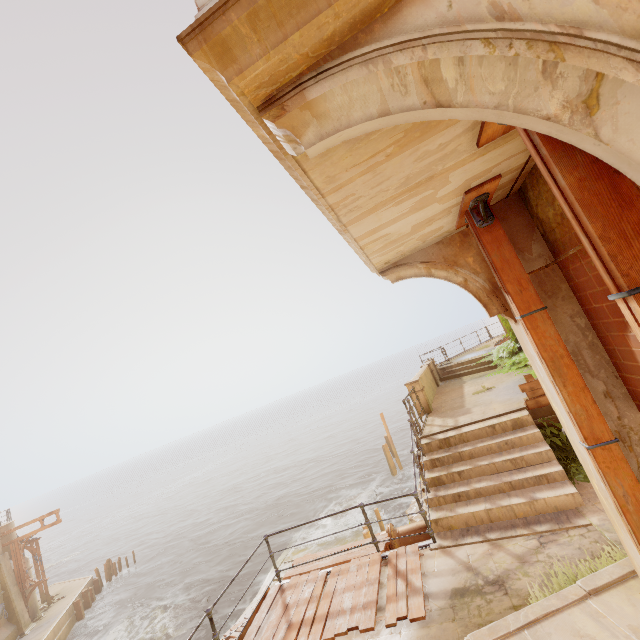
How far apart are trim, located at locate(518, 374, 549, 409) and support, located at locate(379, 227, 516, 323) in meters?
5.3

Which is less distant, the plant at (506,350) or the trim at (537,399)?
the trim at (537,399)

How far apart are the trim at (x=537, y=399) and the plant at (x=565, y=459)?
0.6m

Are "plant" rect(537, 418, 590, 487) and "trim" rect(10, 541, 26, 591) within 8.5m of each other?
no

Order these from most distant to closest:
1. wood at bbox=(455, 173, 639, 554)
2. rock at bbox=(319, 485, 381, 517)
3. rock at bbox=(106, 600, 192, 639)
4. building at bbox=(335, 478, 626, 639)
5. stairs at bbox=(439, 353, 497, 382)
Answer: rock at bbox=(319, 485, 381, 517) < rock at bbox=(106, 600, 192, 639) < stairs at bbox=(439, 353, 497, 382) < building at bbox=(335, 478, 626, 639) < wood at bbox=(455, 173, 639, 554)

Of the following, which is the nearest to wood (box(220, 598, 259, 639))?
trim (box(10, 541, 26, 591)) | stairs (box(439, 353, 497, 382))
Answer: stairs (box(439, 353, 497, 382))

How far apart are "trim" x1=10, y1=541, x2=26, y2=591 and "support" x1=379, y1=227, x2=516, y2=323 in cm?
3426

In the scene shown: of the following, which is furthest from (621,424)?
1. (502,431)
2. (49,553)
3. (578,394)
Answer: (49,553)
